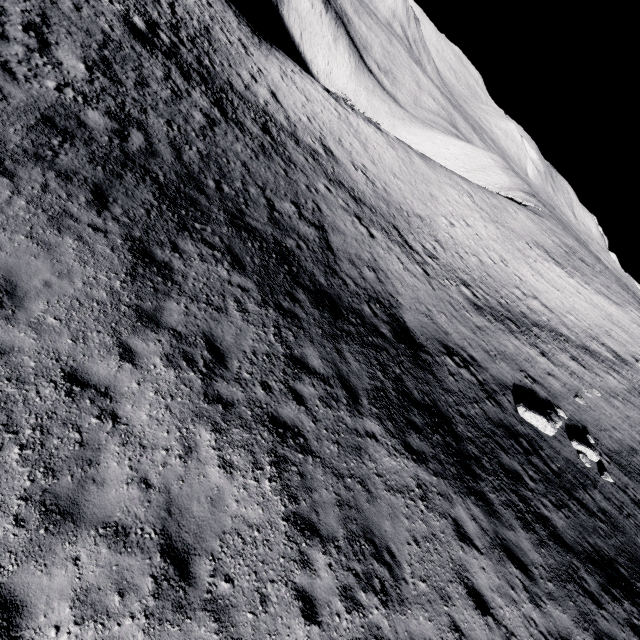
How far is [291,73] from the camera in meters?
32.1 m

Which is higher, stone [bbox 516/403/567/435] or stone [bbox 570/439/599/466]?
stone [bbox 570/439/599/466]

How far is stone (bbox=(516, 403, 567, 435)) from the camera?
13.8m

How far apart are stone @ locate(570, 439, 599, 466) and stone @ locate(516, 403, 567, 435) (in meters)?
0.77

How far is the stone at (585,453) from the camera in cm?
1348

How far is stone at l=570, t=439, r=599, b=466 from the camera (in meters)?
13.48

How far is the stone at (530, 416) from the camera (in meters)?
13.80
